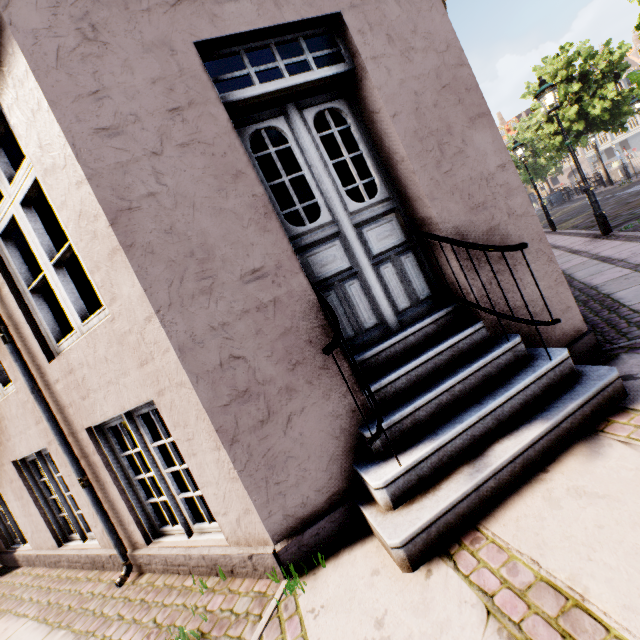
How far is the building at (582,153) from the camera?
54.88m

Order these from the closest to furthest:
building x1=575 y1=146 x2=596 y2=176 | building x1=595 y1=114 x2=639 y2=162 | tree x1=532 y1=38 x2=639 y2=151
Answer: tree x1=532 y1=38 x2=639 y2=151 < building x1=595 y1=114 x2=639 y2=162 < building x1=575 y1=146 x2=596 y2=176

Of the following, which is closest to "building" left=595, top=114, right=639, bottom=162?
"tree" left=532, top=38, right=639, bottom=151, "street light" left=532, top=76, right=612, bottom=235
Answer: "street light" left=532, top=76, right=612, bottom=235

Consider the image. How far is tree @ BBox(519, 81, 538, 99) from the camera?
24.0m

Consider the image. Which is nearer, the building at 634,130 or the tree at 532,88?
the tree at 532,88

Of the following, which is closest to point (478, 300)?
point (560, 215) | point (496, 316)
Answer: point (496, 316)
